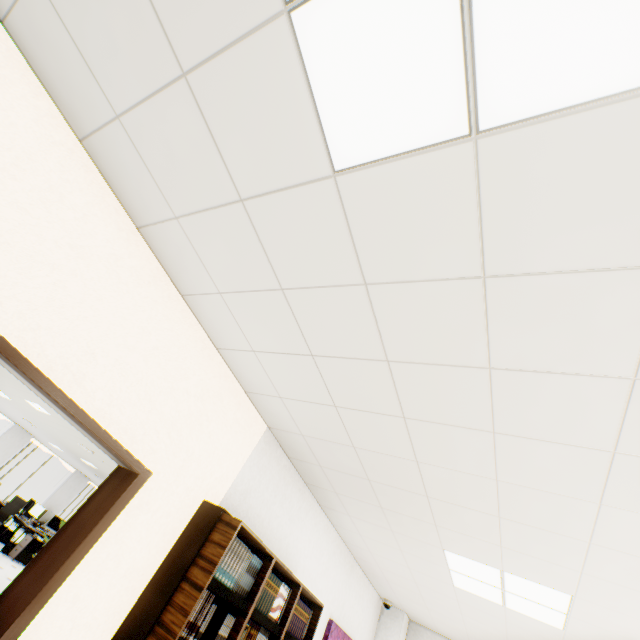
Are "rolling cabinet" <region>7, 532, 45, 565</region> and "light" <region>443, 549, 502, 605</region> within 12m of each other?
no

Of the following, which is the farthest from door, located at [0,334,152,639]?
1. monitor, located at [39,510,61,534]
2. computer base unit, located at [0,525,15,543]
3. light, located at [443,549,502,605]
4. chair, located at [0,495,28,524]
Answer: monitor, located at [39,510,61,534]

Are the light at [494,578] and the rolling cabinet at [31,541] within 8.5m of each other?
no

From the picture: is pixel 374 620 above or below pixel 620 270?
below

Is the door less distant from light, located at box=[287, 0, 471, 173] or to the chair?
light, located at box=[287, 0, 471, 173]

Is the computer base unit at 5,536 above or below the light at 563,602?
below

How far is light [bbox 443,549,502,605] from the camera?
2.97m

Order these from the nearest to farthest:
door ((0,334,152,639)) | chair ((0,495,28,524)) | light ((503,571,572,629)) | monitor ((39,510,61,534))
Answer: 1. door ((0,334,152,639))
2. light ((503,571,572,629))
3. chair ((0,495,28,524))
4. monitor ((39,510,61,534))
